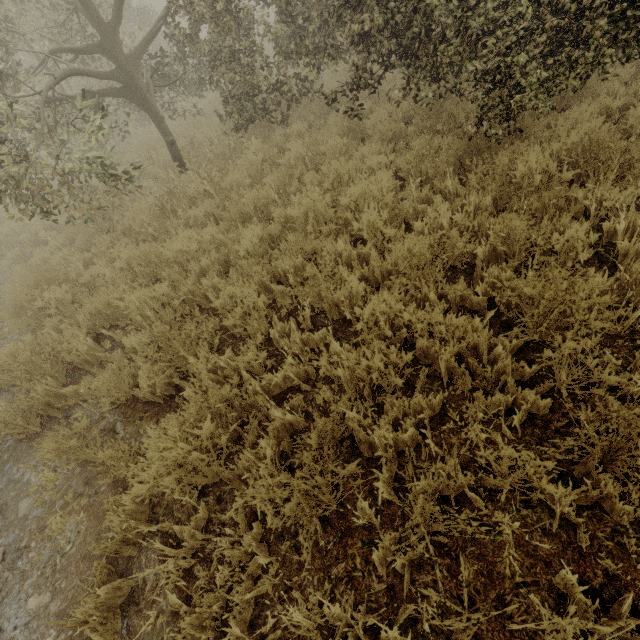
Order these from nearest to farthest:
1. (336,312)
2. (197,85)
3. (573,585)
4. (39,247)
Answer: (573,585)
(336,312)
(39,247)
(197,85)

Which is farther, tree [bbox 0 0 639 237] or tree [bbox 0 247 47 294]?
tree [bbox 0 247 47 294]

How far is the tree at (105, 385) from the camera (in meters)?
3.39

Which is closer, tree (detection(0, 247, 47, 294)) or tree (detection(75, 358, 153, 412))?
tree (detection(75, 358, 153, 412))

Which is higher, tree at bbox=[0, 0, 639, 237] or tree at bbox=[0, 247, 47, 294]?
tree at bbox=[0, 0, 639, 237]

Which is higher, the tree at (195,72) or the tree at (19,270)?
the tree at (195,72)

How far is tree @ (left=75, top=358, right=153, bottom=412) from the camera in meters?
3.4
